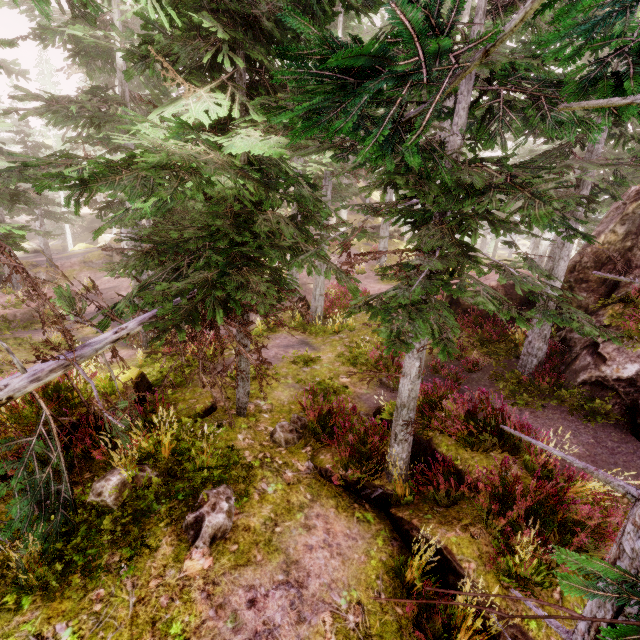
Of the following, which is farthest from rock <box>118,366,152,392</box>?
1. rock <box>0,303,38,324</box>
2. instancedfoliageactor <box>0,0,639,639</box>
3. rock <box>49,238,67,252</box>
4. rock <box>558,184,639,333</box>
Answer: rock <box>49,238,67,252</box>

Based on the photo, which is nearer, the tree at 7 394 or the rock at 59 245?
the tree at 7 394

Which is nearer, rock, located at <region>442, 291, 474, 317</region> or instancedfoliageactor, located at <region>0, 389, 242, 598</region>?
instancedfoliageactor, located at <region>0, 389, 242, 598</region>

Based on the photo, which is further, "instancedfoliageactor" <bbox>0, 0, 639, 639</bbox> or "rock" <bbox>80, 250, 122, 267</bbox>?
"rock" <bbox>80, 250, 122, 267</bbox>

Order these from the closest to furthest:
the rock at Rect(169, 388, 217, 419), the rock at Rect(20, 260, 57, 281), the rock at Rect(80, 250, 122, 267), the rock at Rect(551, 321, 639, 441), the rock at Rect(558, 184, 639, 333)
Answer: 1. the rock at Rect(169, 388, 217, 419)
2. the rock at Rect(551, 321, 639, 441)
3. the rock at Rect(558, 184, 639, 333)
4. the rock at Rect(20, 260, 57, 281)
5. the rock at Rect(80, 250, 122, 267)

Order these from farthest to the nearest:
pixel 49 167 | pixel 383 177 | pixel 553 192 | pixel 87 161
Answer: pixel 383 177, pixel 49 167, pixel 553 192, pixel 87 161

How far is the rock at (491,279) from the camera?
14.02m

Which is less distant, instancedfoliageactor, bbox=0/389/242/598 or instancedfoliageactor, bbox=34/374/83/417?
instancedfoliageactor, bbox=0/389/242/598
